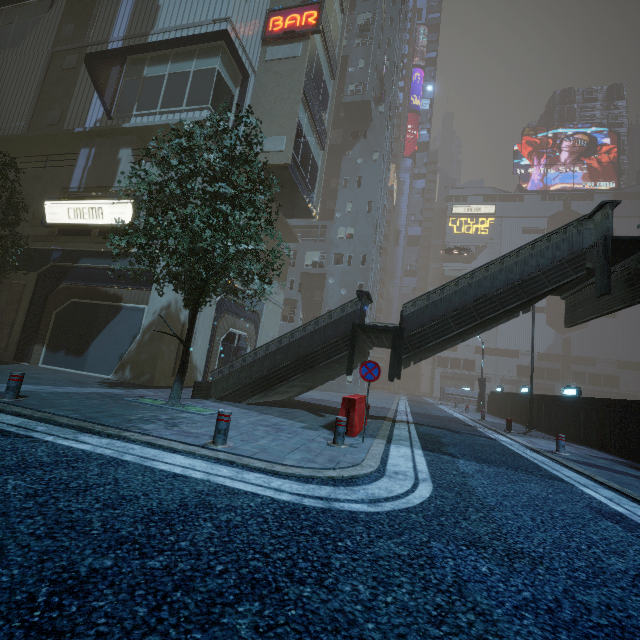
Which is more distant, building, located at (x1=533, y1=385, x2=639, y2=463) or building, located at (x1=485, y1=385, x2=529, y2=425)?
building, located at (x1=485, y1=385, x2=529, y2=425)

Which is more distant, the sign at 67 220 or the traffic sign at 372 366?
the sign at 67 220

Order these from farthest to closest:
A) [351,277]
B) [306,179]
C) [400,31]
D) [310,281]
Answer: [400,31], [310,281], [351,277], [306,179]

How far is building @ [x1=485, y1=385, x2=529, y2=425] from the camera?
20.0m

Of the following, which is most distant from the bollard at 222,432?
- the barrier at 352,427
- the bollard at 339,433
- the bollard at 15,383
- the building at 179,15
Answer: the building at 179,15

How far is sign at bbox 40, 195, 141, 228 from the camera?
14.1m

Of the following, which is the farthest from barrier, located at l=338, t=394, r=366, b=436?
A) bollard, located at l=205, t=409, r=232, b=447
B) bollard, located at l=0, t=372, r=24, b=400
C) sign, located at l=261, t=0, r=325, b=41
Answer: sign, located at l=261, t=0, r=325, b=41
